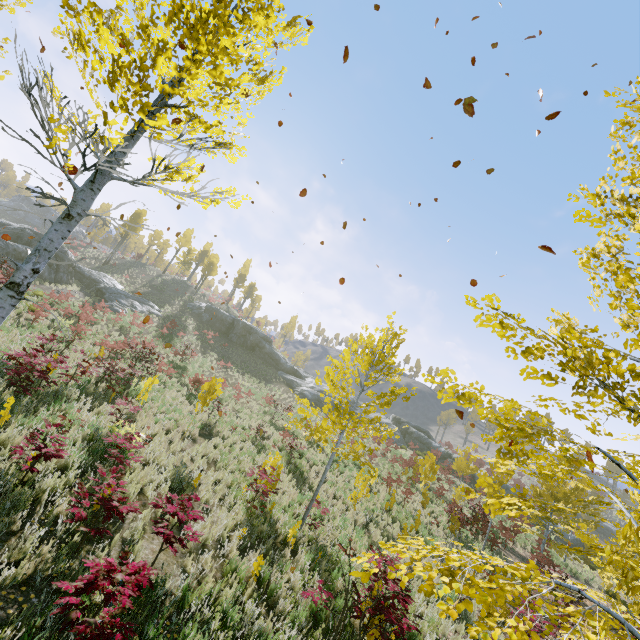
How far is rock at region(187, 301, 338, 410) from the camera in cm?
3691

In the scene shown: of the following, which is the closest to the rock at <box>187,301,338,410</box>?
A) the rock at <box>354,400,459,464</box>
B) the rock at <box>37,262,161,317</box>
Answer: the rock at <box>37,262,161,317</box>

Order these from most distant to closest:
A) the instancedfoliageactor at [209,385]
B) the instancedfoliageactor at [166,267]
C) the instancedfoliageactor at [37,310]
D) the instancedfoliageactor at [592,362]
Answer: the instancedfoliageactor at [166,267], the instancedfoliageactor at [209,385], the instancedfoliageactor at [37,310], the instancedfoliageactor at [592,362]

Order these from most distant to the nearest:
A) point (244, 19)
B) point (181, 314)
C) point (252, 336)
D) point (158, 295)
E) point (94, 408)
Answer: point (158, 295)
point (252, 336)
point (181, 314)
point (94, 408)
point (244, 19)

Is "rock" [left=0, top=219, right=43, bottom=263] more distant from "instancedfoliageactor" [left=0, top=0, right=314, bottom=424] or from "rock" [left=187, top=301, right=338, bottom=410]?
"rock" [left=187, top=301, right=338, bottom=410]

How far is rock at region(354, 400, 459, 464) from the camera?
37.3 meters

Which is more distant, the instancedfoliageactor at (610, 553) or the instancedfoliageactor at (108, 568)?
the instancedfoliageactor at (108, 568)

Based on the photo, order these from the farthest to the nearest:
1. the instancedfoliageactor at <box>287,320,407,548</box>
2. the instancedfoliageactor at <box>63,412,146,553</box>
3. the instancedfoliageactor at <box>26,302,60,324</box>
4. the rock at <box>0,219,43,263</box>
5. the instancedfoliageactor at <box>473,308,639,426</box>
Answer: the rock at <box>0,219,43,263</box> → the instancedfoliageactor at <box>287,320,407,548</box> → the instancedfoliageactor at <box>63,412,146,553</box> → the instancedfoliageactor at <box>26,302,60,324</box> → the instancedfoliageactor at <box>473,308,639,426</box>
